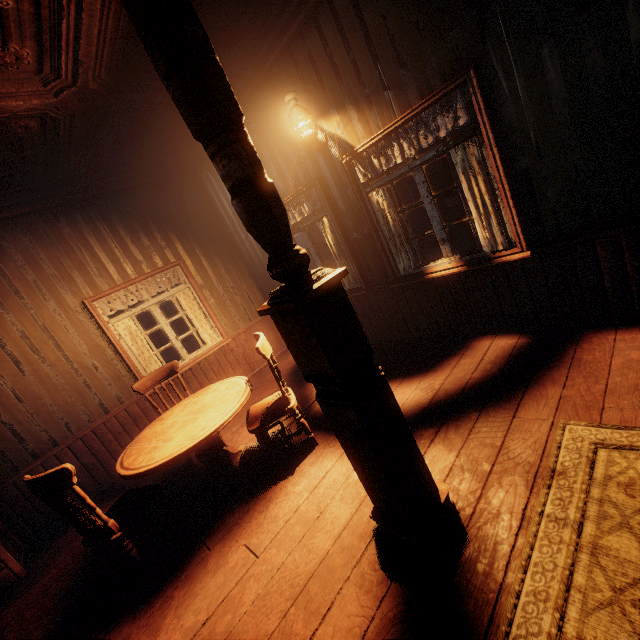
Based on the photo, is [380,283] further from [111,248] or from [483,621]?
[111,248]

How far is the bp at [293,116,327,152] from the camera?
3.7 meters

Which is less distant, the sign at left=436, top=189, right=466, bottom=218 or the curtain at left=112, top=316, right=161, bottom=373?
the curtain at left=112, top=316, right=161, bottom=373

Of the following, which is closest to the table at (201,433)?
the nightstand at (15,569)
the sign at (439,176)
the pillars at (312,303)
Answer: the pillars at (312,303)

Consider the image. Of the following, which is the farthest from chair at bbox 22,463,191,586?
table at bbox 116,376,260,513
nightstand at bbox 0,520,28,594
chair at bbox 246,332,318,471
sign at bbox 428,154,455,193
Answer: sign at bbox 428,154,455,193

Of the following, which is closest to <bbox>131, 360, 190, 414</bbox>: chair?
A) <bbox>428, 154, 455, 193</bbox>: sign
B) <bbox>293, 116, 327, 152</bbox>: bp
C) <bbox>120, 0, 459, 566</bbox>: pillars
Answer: <bbox>120, 0, 459, 566</bbox>: pillars

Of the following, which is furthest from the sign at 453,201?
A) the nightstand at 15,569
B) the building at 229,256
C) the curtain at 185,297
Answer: the nightstand at 15,569

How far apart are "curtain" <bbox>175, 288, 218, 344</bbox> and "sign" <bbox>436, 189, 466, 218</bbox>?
5.31m
